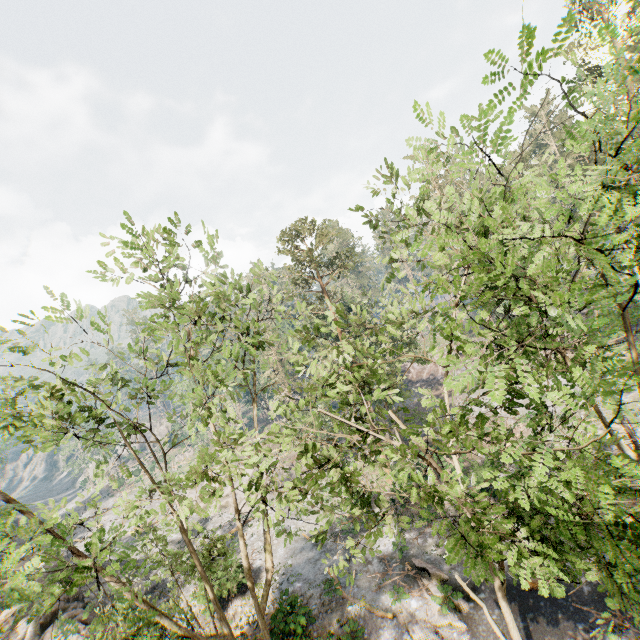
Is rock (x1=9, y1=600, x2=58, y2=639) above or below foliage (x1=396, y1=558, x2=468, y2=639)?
above

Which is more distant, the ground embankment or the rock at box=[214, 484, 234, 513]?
the ground embankment

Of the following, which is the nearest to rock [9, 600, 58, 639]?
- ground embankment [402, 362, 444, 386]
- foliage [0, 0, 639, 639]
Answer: foliage [0, 0, 639, 639]

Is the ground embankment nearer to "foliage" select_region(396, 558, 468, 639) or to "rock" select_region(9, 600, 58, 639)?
"foliage" select_region(396, 558, 468, 639)

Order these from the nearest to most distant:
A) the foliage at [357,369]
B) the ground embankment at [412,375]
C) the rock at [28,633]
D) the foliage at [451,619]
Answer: the foliage at [357,369]
the foliage at [451,619]
the rock at [28,633]
the ground embankment at [412,375]

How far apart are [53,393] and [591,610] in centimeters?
2302cm

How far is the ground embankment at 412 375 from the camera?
51.28m

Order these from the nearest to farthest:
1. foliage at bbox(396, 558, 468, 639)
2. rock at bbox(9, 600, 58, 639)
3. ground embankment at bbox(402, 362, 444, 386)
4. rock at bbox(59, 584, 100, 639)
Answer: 1. foliage at bbox(396, 558, 468, 639)
2. rock at bbox(59, 584, 100, 639)
3. rock at bbox(9, 600, 58, 639)
4. ground embankment at bbox(402, 362, 444, 386)
